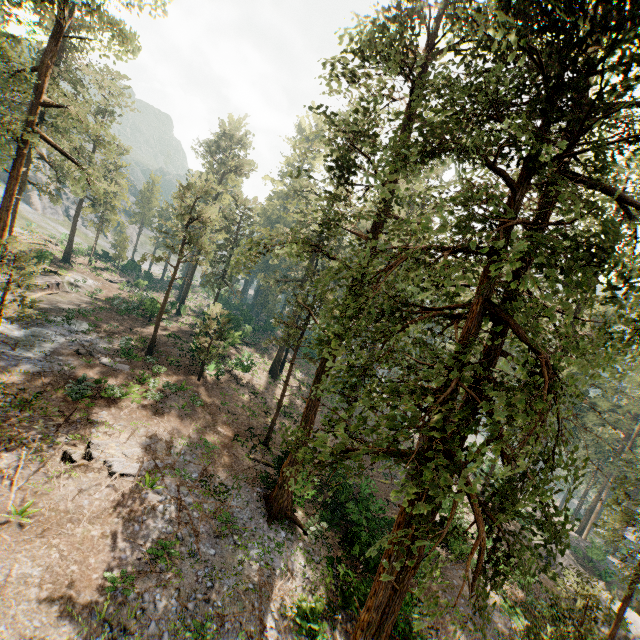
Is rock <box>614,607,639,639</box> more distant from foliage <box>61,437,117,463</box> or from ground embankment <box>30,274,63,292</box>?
ground embankment <box>30,274,63,292</box>

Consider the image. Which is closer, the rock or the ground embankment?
the rock

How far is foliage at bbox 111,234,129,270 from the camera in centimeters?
4997cm

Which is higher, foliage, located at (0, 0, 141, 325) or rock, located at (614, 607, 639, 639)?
foliage, located at (0, 0, 141, 325)

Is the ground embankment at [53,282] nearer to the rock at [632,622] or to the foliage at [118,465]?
the foliage at [118,465]

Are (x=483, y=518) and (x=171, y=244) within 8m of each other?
no

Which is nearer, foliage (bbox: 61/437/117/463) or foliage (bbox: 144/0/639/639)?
foliage (bbox: 144/0/639/639)

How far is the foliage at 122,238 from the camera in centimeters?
4997cm
